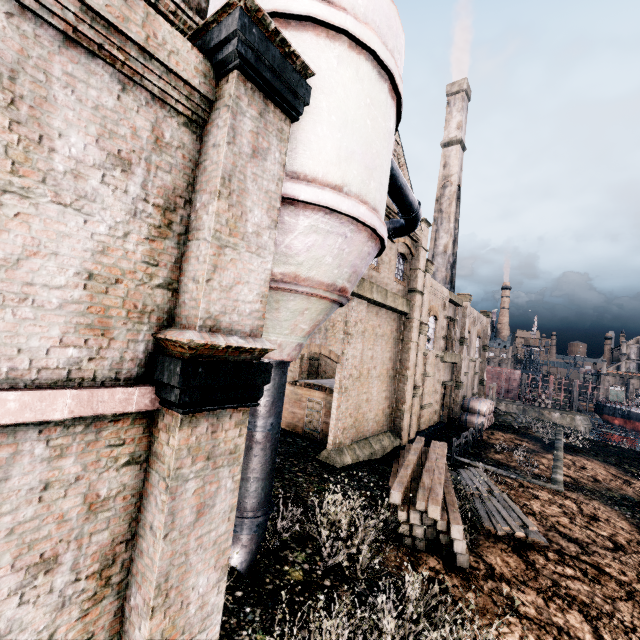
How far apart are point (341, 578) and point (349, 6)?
12.86m

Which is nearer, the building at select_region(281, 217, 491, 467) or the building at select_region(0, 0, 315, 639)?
the building at select_region(0, 0, 315, 639)

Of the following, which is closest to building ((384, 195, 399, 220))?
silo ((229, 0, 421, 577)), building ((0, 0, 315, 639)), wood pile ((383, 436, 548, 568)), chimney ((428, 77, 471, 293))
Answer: building ((0, 0, 315, 639))

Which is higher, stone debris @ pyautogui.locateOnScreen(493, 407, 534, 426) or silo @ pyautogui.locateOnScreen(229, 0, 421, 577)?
→ silo @ pyautogui.locateOnScreen(229, 0, 421, 577)

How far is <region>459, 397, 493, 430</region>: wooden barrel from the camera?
31.58m

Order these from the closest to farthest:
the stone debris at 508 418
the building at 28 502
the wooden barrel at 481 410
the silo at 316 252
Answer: the building at 28 502
the silo at 316 252
the wooden barrel at 481 410
the stone debris at 508 418

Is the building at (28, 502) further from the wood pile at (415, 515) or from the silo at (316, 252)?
the wood pile at (415, 515)

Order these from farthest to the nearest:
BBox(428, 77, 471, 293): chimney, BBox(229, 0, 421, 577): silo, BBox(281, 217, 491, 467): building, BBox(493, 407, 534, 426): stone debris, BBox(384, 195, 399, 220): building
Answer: BBox(428, 77, 471, 293): chimney < BBox(493, 407, 534, 426): stone debris < BBox(384, 195, 399, 220): building < BBox(281, 217, 491, 467): building < BBox(229, 0, 421, 577): silo
